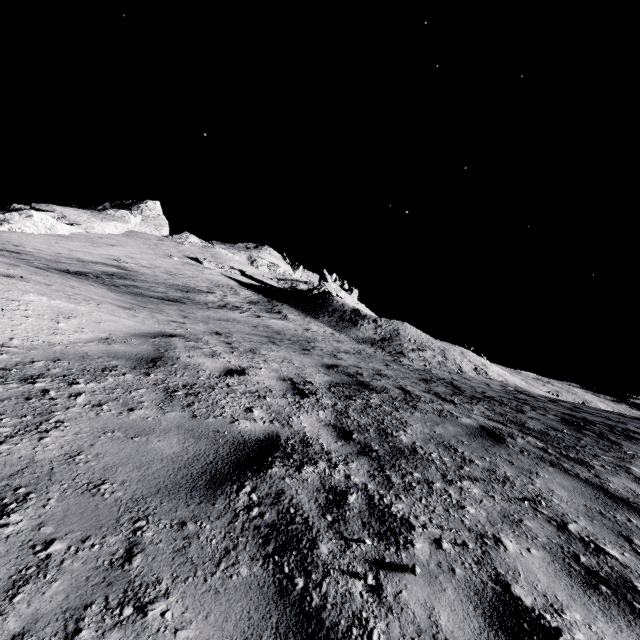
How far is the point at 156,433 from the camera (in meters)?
2.61
